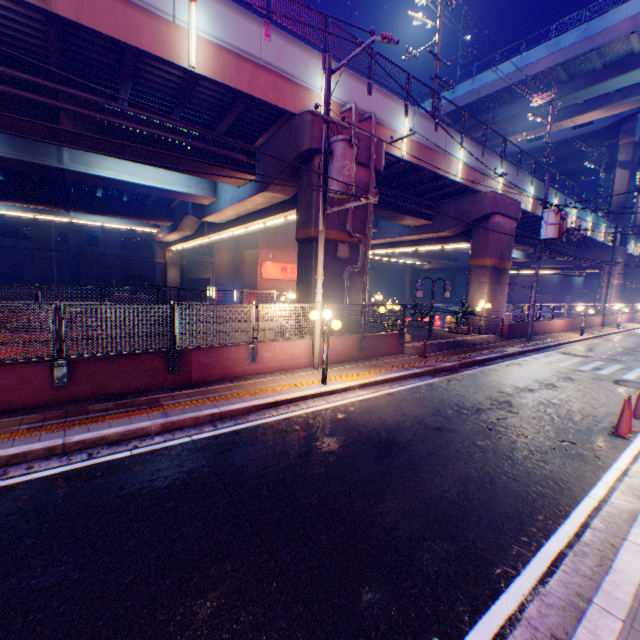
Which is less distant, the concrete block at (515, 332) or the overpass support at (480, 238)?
the concrete block at (515, 332)

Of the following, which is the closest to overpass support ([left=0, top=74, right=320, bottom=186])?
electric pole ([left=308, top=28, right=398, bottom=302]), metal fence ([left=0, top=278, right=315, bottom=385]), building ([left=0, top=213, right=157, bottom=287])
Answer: metal fence ([left=0, top=278, right=315, bottom=385])

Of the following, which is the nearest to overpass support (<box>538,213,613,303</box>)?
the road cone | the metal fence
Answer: the metal fence

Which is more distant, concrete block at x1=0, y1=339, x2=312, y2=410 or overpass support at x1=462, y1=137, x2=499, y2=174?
overpass support at x1=462, y1=137, x2=499, y2=174

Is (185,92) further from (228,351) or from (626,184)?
(626,184)

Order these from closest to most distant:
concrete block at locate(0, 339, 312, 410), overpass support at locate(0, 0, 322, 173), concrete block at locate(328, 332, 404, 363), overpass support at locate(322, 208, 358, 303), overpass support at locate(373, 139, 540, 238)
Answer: concrete block at locate(0, 339, 312, 410), overpass support at locate(0, 0, 322, 173), concrete block at locate(328, 332, 404, 363), overpass support at locate(322, 208, 358, 303), overpass support at locate(373, 139, 540, 238)

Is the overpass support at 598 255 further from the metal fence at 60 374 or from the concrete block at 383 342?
the concrete block at 383 342

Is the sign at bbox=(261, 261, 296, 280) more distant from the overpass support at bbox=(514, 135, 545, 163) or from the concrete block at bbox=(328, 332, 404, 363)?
the concrete block at bbox=(328, 332, 404, 363)
